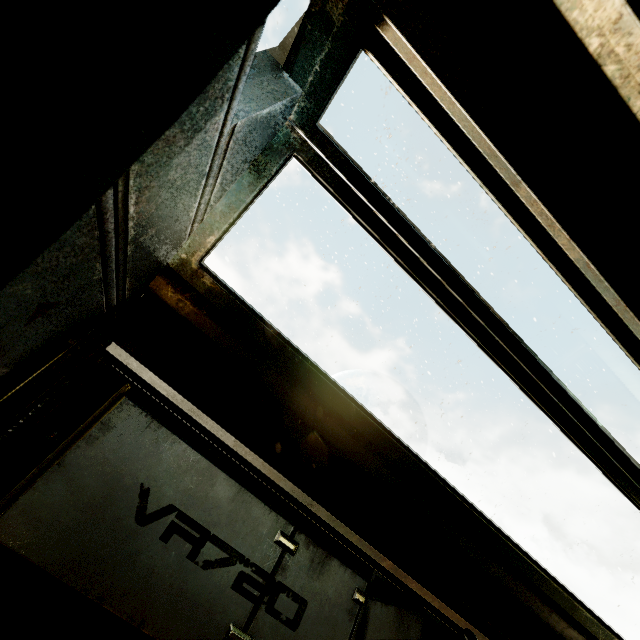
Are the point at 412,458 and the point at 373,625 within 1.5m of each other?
yes
